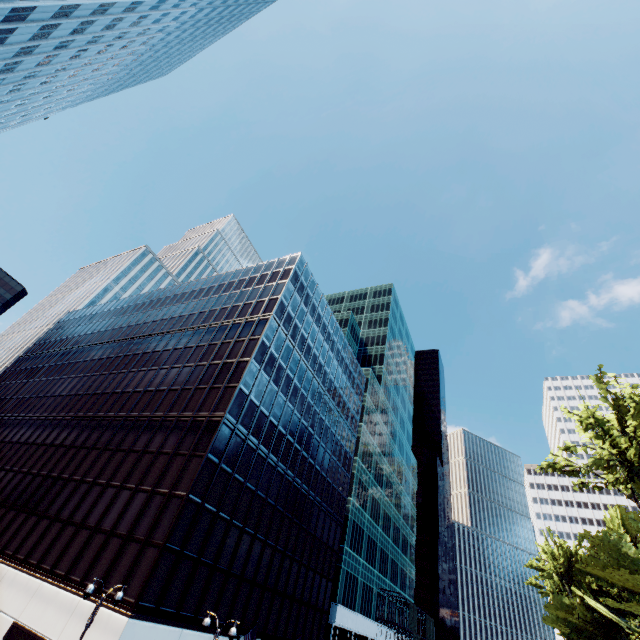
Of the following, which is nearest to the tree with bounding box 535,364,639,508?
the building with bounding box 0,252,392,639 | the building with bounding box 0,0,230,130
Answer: the building with bounding box 0,252,392,639

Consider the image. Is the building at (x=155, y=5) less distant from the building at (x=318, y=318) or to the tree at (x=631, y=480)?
the building at (x=318, y=318)

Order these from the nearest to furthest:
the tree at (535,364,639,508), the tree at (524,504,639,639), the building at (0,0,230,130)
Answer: the tree at (535,364,639,508), the tree at (524,504,639,639), the building at (0,0,230,130)

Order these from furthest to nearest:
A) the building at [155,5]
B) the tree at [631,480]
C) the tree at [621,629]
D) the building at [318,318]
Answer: the building at [155,5] → the building at [318,318] → the tree at [621,629] → the tree at [631,480]

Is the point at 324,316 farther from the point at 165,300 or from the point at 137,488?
the point at 137,488

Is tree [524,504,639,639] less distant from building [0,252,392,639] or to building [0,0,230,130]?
building [0,252,392,639]
